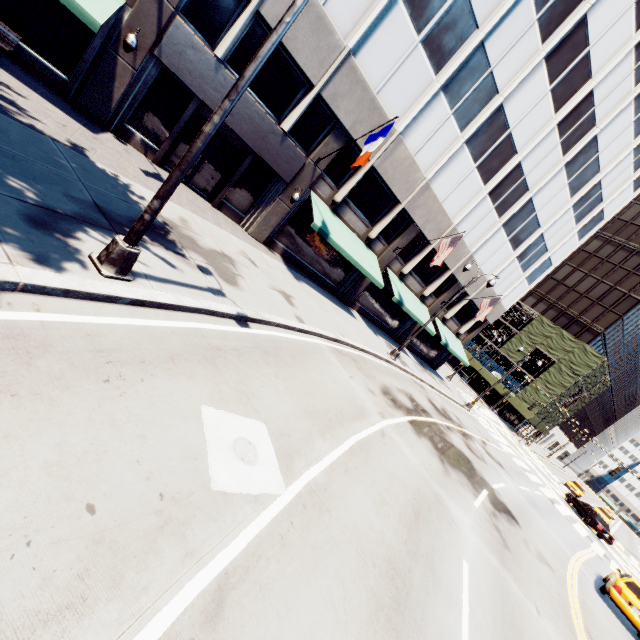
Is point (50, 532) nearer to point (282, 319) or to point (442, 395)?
point (282, 319)

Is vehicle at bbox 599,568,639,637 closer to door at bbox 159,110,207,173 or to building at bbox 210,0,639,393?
building at bbox 210,0,639,393

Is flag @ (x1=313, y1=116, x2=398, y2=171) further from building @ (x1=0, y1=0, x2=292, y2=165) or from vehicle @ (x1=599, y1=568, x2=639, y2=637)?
vehicle @ (x1=599, y1=568, x2=639, y2=637)

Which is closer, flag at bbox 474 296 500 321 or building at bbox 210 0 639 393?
building at bbox 210 0 639 393

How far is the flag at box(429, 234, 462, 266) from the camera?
18.5m

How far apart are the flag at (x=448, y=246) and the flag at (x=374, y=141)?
7.8 meters

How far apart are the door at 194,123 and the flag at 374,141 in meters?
5.3 m

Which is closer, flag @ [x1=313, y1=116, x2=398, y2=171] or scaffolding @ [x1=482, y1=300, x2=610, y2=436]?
flag @ [x1=313, y1=116, x2=398, y2=171]
